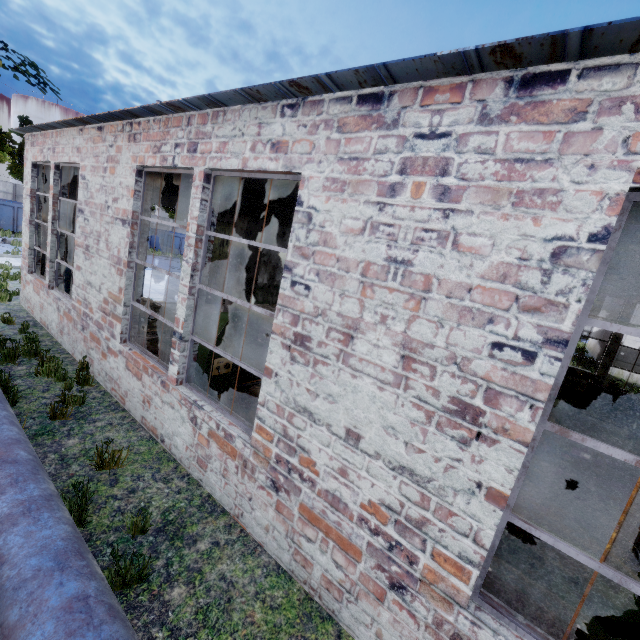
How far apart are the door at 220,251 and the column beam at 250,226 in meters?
5.9 m

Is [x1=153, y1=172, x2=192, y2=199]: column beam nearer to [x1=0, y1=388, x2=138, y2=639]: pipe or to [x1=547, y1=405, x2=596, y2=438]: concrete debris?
[x1=0, y1=388, x2=138, y2=639]: pipe

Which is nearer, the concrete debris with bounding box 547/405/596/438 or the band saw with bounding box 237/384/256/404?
the band saw with bounding box 237/384/256/404

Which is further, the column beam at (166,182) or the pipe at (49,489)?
the column beam at (166,182)

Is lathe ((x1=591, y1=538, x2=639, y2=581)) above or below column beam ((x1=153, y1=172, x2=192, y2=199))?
below

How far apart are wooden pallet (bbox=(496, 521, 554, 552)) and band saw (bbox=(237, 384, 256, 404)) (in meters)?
3.36

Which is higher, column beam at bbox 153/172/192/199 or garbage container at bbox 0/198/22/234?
column beam at bbox 153/172/192/199

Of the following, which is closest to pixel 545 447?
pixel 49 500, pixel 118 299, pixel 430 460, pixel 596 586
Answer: pixel 596 586
